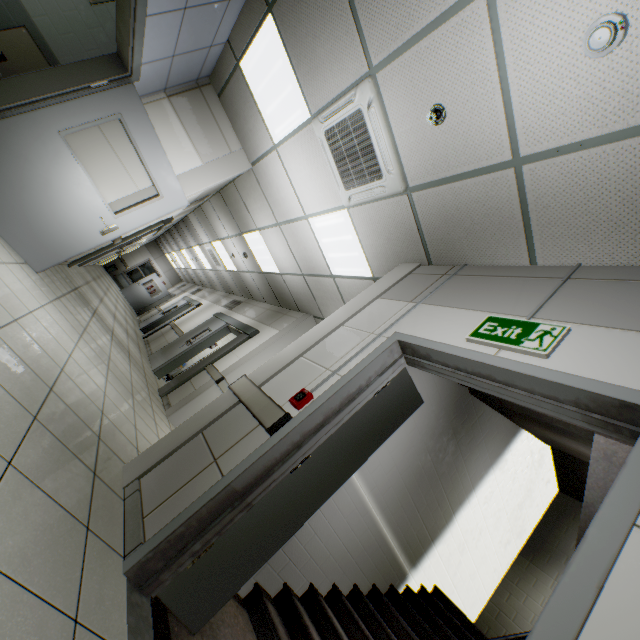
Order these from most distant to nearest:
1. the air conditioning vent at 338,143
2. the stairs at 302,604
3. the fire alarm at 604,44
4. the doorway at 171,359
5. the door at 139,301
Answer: the door at 139,301, the doorway at 171,359, the air conditioning vent at 338,143, the stairs at 302,604, the fire alarm at 604,44

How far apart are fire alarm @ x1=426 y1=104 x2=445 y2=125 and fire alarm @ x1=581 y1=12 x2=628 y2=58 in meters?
0.9

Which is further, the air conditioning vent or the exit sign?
the air conditioning vent

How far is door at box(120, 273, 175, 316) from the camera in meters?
17.7

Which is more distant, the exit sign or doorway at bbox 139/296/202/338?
doorway at bbox 139/296/202/338

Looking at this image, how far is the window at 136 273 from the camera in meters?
20.0 m

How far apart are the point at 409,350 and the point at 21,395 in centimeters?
245cm

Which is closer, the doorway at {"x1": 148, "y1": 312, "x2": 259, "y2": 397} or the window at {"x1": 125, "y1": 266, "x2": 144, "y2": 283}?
the doorway at {"x1": 148, "y1": 312, "x2": 259, "y2": 397}
